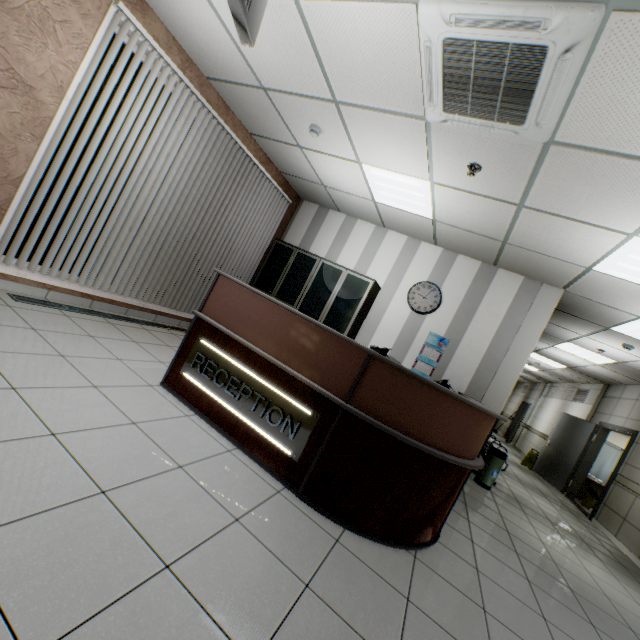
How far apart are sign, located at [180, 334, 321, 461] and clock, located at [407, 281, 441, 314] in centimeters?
359cm

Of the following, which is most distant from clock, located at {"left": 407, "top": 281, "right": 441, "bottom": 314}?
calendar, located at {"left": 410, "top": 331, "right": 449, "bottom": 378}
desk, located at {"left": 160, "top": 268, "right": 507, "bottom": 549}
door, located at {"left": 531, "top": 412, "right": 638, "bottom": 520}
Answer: door, located at {"left": 531, "top": 412, "right": 638, "bottom": 520}

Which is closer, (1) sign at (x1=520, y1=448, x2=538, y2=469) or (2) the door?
(2) the door

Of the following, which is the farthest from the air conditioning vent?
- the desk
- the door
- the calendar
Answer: the door

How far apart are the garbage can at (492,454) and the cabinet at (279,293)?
2.8m

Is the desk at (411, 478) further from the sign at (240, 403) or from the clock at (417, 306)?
the clock at (417, 306)

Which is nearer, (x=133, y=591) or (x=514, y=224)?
(x=133, y=591)

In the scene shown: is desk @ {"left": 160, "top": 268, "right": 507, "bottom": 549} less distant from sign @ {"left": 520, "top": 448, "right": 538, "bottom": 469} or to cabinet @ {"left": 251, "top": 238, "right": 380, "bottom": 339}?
cabinet @ {"left": 251, "top": 238, "right": 380, "bottom": 339}
